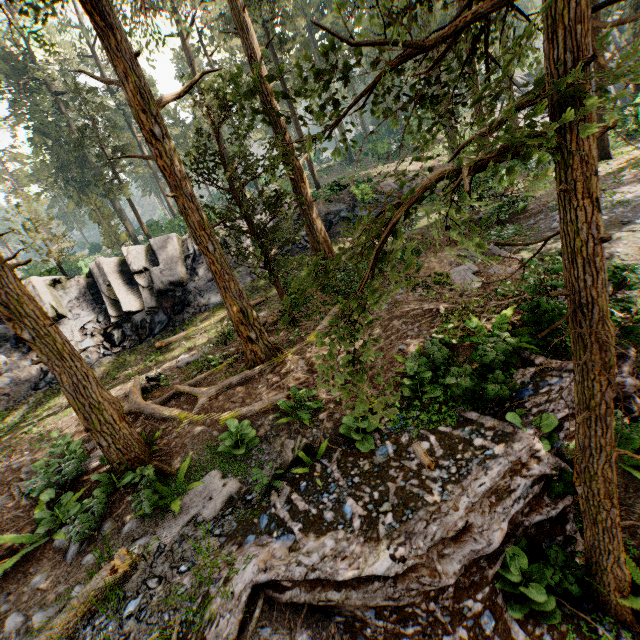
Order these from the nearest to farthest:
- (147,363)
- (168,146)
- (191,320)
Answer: (168,146)
(147,363)
(191,320)

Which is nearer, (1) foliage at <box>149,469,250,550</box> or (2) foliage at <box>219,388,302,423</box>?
(1) foliage at <box>149,469,250,550</box>

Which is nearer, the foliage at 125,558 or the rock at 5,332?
the foliage at 125,558

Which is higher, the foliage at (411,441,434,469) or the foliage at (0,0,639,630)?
the foliage at (0,0,639,630)

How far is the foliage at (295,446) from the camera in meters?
6.3 m

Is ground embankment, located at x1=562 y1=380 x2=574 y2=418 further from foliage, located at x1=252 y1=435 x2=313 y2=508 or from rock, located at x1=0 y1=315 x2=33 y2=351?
rock, located at x1=0 y1=315 x2=33 y2=351

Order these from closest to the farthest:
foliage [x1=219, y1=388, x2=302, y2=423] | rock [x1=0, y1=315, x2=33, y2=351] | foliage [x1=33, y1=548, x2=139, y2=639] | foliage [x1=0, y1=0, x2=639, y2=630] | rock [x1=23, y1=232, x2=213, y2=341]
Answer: foliage [x1=0, y1=0, x2=639, y2=630] < foliage [x1=33, y1=548, x2=139, y2=639] < foliage [x1=219, y1=388, x2=302, y2=423] < rock [x1=0, y1=315, x2=33, y2=351] < rock [x1=23, y1=232, x2=213, y2=341]
